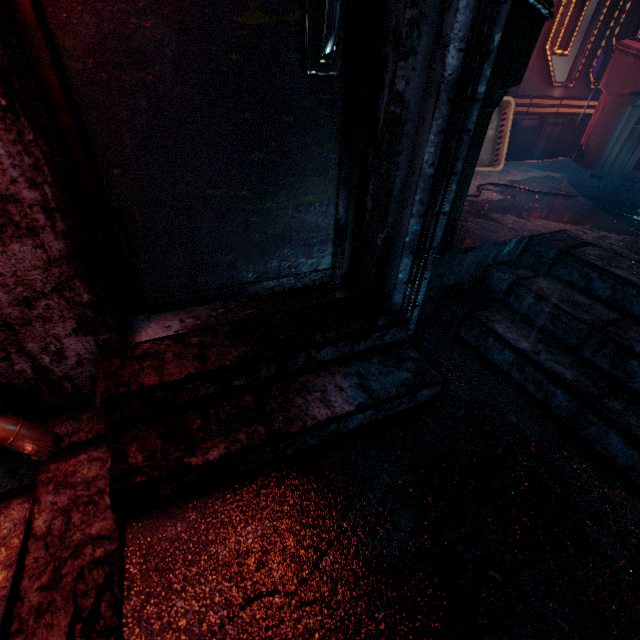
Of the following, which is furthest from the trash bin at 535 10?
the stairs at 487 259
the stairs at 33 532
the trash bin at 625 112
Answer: the trash bin at 625 112

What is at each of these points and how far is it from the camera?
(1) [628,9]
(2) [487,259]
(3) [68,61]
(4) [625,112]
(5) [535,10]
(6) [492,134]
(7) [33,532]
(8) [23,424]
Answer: (1) storefront, 3.01m
(2) stairs, 1.77m
(3) door, 0.81m
(4) trash bin, 3.03m
(5) trash bin, 1.25m
(6) laundry basket, 2.99m
(7) stairs, 0.91m
(8) pipe, 1.01m

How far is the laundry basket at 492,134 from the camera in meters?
2.8

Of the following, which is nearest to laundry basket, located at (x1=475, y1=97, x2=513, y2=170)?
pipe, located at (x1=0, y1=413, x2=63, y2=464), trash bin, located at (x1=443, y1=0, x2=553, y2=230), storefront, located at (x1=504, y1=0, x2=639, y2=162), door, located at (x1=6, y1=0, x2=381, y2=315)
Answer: storefront, located at (x1=504, y1=0, x2=639, y2=162)

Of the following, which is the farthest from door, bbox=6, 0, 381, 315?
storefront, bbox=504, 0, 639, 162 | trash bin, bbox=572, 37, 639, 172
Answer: trash bin, bbox=572, 37, 639, 172

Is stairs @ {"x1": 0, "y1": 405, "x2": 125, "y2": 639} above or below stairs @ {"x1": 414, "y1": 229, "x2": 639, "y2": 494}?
below

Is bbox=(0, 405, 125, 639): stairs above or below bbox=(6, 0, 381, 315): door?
below

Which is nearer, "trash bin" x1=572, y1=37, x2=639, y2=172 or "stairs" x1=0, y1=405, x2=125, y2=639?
"stairs" x1=0, y1=405, x2=125, y2=639
